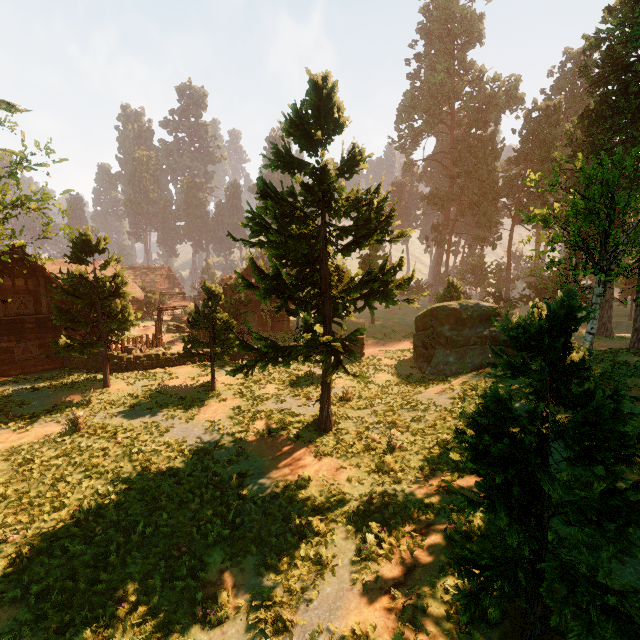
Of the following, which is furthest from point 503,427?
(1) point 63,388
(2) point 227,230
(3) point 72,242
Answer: (1) point 63,388

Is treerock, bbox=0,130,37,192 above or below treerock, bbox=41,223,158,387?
above

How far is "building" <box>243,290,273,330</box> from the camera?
36.81m

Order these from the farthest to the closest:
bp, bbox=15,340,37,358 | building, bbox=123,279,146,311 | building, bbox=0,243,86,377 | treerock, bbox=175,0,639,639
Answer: building, bbox=123,279,146,311, bp, bbox=15,340,37,358, building, bbox=0,243,86,377, treerock, bbox=175,0,639,639

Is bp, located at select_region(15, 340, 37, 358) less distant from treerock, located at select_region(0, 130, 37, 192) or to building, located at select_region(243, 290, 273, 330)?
building, located at select_region(243, 290, 273, 330)

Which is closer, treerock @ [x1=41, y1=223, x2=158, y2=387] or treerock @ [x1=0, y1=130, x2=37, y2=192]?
treerock @ [x1=0, y1=130, x2=37, y2=192]

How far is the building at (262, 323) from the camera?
36.81m

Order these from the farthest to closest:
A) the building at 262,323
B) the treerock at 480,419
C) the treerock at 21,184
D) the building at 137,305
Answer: the building at 137,305, the building at 262,323, the treerock at 21,184, the treerock at 480,419
